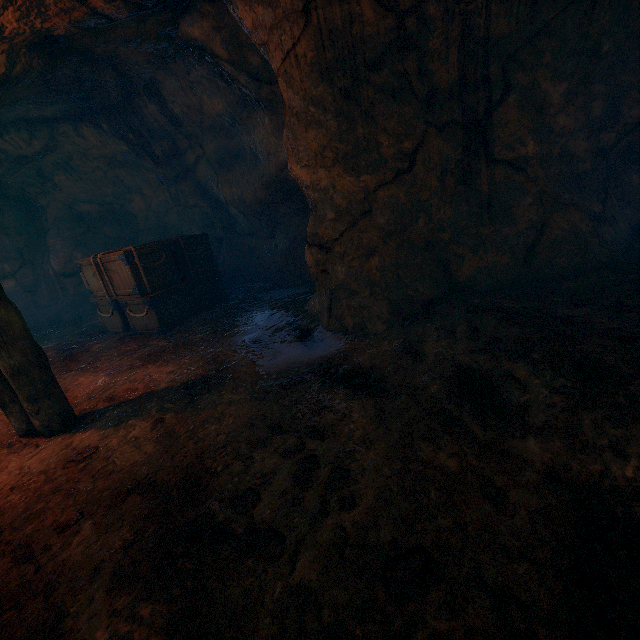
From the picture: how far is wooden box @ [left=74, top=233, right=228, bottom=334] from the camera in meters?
6.2 m

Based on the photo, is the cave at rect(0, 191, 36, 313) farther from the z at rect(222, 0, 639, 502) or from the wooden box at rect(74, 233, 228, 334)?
the z at rect(222, 0, 639, 502)

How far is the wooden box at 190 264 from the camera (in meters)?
6.20

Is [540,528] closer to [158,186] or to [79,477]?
[79,477]

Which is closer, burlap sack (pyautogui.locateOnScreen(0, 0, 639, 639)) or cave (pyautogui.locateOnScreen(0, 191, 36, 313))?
burlap sack (pyautogui.locateOnScreen(0, 0, 639, 639))

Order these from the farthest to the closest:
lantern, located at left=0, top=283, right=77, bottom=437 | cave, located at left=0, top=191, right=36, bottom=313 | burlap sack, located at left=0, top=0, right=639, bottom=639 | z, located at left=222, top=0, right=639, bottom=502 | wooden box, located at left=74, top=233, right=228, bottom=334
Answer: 1. cave, located at left=0, top=191, right=36, bottom=313
2. wooden box, located at left=74, top=233, right=228, bottom=334
3. lantern, located at left=0, top=283, right=77, bottom=437
4. z, located at left=222, top=0, right=639, bottom=502
5. burlap sack, located at left=0, top=0, right=639, bottom=639

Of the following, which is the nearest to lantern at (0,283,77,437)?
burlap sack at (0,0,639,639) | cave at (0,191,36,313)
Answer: burlap sack at (0,0,639,639)

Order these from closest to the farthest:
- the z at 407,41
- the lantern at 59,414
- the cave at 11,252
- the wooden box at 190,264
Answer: the z at 407,41 < the lantern at 59,414 < the wooden box at 190,264 < the cave at 11,252
